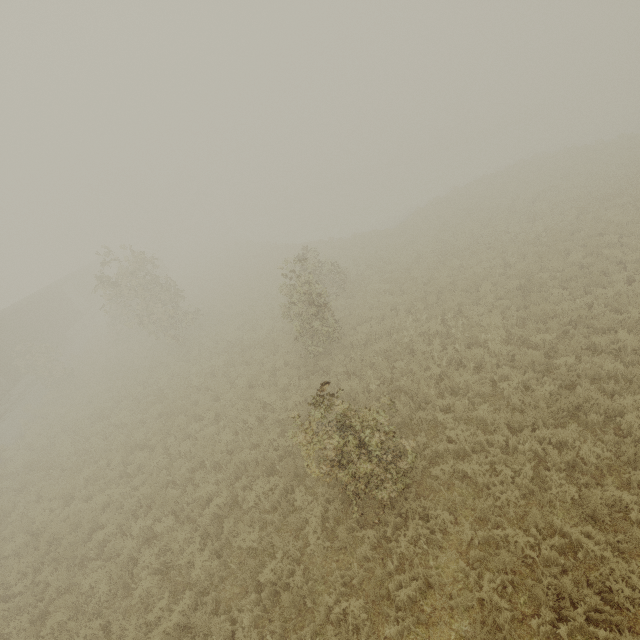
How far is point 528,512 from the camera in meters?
6.3
